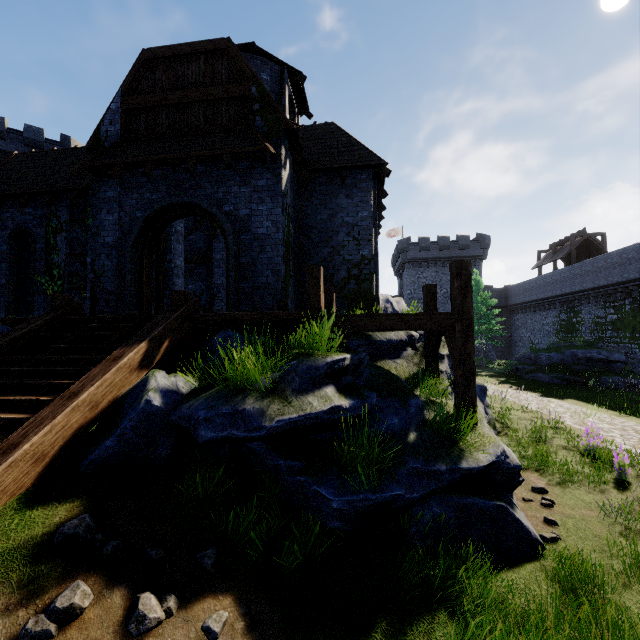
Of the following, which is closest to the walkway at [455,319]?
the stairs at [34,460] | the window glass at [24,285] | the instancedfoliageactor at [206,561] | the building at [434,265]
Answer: the stairs at [34,460]

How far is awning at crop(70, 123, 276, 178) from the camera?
9.2 meters

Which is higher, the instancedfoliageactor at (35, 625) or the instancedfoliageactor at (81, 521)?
the instancedfoliageactor at (81, 521)

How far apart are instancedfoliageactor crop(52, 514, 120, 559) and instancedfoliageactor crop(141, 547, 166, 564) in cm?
29

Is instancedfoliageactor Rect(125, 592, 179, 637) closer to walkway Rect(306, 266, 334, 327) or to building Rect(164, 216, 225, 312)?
walkway Rect(306, 266, 334, 327)

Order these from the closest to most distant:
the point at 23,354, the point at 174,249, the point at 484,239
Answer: the point at 23,354
the point at 174,249
the point at 484,239

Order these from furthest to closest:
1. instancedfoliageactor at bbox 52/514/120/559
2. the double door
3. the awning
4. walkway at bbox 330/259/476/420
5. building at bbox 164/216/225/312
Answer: building at bbox 164/216/225/312 → the double door → the awning → walkway at bbox 330/259/476/420 → instancedfoliageactor at bbox 52/514/120/559

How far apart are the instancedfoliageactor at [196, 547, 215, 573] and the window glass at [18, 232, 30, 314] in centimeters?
1596cm
